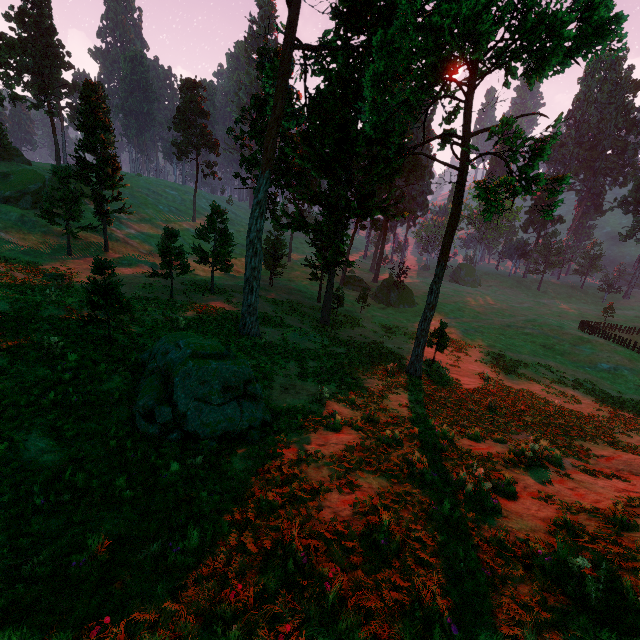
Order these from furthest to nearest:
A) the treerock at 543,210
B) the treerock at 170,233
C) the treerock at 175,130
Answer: the treerock at 175,130
the treerock at 170,233
the treerock at 543,210

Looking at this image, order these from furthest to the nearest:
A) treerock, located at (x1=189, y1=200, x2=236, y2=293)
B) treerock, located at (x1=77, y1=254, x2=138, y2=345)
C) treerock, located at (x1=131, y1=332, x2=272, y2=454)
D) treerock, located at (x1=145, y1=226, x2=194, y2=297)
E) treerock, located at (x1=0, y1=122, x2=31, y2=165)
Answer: treerock, located at (x1=0, y1=122, x2=31, y2=165) < treerock, located at (x1=189, y1=200, x2=236, y2=293) < treerock, located at (x1=145, y1=226, x2=194, y2=297) < treerock, located at (x1=77, y1=254, x2=138, y2=345) < treerock, located at (x1=131, y1=332, x2=272, y2=454)

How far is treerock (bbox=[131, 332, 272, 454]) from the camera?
8.8m

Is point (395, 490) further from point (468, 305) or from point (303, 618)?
point (468, 305)

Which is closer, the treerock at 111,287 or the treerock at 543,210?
the treerock at 111,287
